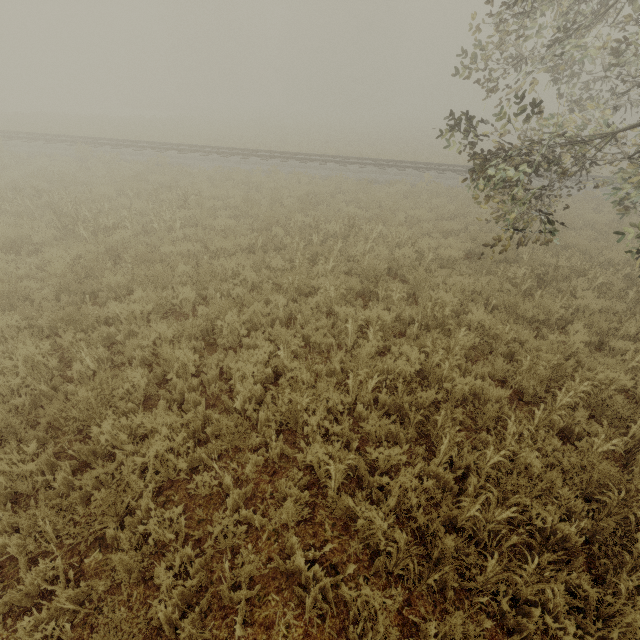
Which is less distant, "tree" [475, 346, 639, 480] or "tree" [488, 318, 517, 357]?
"tree" [475, 346, 639, 480]

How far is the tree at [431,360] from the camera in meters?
5.1

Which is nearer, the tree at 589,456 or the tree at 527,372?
the tree at 589,456

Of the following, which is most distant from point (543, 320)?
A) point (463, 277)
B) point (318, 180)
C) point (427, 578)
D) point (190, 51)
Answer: point (190, 51)

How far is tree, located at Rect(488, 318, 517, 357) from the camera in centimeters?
584cm

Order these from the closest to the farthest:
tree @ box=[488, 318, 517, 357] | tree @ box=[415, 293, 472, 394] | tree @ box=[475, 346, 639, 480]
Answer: tree @ box=[475, 346, 639, 480] < tree @ box=[415, 293, 472, 394] < tree @ box=[488, 318, 517, 357]
